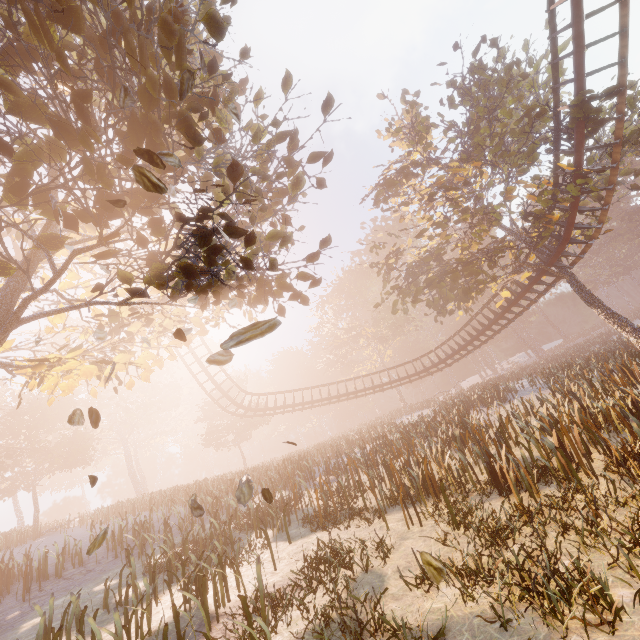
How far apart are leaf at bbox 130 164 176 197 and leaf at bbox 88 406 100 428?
2.86m

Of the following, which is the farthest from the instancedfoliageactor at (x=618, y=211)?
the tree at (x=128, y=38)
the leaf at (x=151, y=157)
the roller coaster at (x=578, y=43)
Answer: the leaf at (x=151, y=157)

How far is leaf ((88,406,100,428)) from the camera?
4.0 meters

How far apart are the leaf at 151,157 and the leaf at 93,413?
2.86m

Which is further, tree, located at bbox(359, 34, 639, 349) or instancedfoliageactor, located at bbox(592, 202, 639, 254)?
instancedfoliageactor, located at bbox(592, 202, 639, 254)

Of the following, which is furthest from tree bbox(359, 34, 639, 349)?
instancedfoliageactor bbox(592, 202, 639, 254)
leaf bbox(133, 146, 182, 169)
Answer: instancedfoliageactor bbox(592, 202, 639, 254)

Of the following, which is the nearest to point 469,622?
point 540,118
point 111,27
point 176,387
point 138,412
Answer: point 111,27

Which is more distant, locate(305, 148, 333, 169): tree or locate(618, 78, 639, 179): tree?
locate(618, 78, 639, 179): tree
